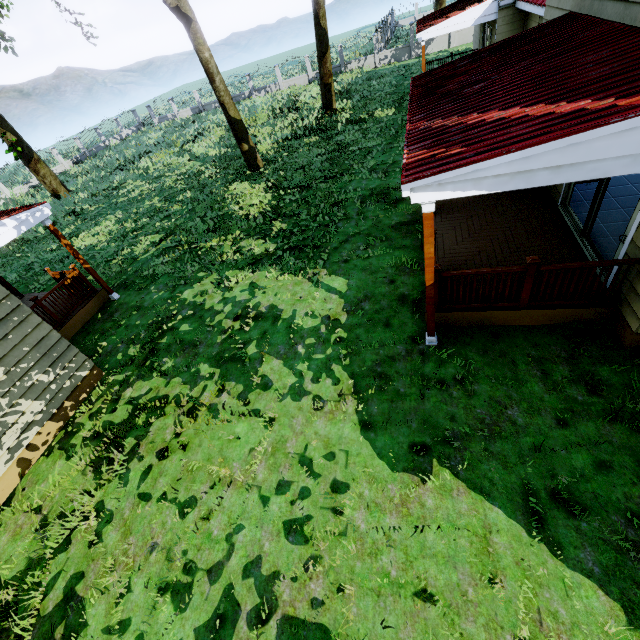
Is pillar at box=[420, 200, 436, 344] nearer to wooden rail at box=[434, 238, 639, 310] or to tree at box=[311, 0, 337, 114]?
→ wooden rail at box=[434, 238, 639, 310]

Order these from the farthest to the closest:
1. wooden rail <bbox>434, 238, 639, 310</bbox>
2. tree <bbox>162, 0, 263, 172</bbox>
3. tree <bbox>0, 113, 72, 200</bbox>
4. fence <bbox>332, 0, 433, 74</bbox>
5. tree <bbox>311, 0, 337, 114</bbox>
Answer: fence <bbox>332, 0, 433, 74</bbox> → tree <bbox>311, 0, 337, 114</bbox> → tree <bbox>162, 0, 263, 172</bbox> → tree <bbox>0, 113, 72, 200</bbox> → wooden rail <bbox>434, 238, 639, 310</bbox>

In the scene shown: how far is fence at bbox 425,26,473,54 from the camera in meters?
27.0 m

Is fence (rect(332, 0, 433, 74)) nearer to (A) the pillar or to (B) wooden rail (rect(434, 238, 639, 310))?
(B) wooden rail (rect(434, 238, 639, 310))

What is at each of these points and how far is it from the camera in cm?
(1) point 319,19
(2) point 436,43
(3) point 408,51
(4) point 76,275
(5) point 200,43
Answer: (1) tree, 1762
(2) fence, 2788
(3) fence, 2864
(4) wooden rail, 995
(5) tree, 1316

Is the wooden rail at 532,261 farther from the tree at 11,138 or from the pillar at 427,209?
the tree at 11,138

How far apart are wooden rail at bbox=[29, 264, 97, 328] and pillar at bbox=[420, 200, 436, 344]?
10.0m

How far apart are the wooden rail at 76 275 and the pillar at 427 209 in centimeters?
1002cm
